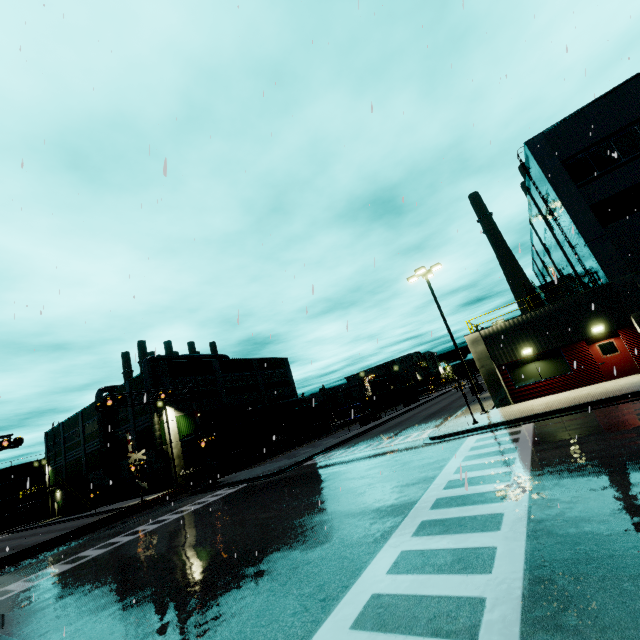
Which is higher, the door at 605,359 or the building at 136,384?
the building at 136,384

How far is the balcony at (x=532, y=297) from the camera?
18.7 meters

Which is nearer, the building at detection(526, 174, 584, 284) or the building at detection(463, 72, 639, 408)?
the building at detection(463, 72, 639, 408)

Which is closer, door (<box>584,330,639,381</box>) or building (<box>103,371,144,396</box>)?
door (<box>584,330,639,381</box>)

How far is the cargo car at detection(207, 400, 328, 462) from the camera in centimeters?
3691cm

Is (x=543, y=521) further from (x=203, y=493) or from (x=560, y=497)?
(x=203, y=493)
